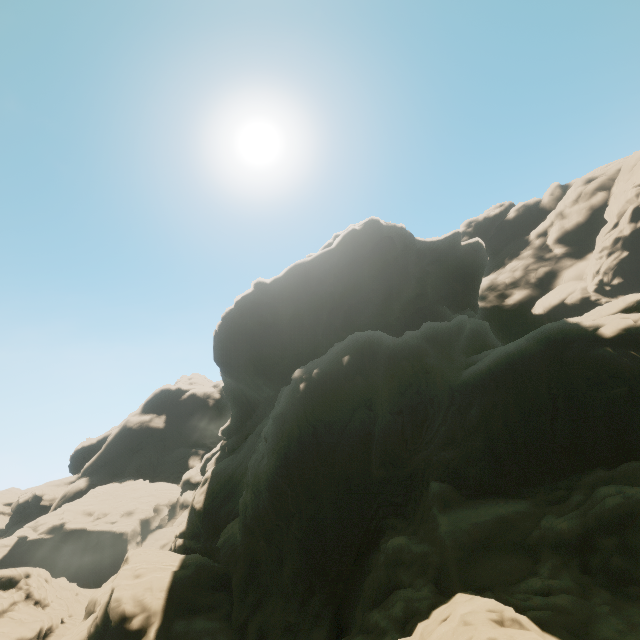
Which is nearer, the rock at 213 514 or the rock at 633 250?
the rock at 213 514

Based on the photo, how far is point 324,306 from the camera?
44.9 meters

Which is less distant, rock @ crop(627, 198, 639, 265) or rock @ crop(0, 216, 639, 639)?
rock @ crop(0, 216, 639, 639)
